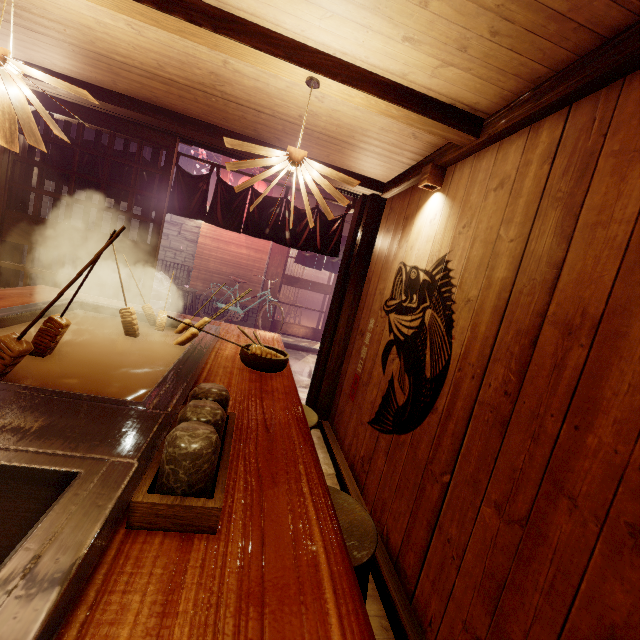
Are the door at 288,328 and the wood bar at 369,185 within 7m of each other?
no

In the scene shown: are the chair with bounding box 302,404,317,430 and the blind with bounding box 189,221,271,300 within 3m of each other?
no

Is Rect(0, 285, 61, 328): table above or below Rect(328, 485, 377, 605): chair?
above

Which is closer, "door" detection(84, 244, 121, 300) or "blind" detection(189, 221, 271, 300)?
"door" detection(84, 244, 121, 300)

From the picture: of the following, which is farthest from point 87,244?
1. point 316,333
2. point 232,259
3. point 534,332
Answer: point 316,333

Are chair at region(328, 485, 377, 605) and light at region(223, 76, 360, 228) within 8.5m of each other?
yes

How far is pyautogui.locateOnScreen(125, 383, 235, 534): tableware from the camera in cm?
118

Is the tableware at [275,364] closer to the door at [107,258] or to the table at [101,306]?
the table at [101,306]
